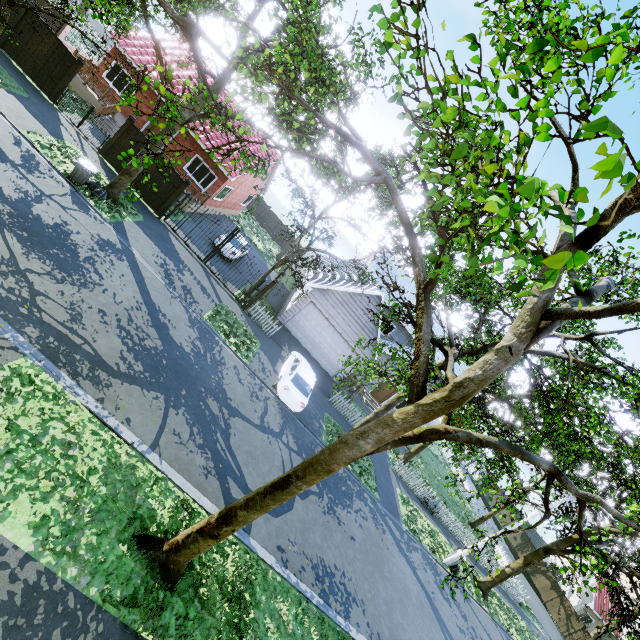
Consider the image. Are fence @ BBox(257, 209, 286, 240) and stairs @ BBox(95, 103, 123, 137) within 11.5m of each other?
no

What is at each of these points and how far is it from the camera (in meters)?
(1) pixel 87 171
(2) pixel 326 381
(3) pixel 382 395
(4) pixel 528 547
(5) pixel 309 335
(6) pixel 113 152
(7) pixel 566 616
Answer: (1) trash can, 12.88
(2) garage entrance, 20.75
(3) door, 27.42
(4) fence, 37.06
(5) garage door, 20.86
(6) fence, 16.31
(7) fence, 30.72

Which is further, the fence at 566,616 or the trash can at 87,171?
the fence at 566,616

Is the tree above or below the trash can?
above

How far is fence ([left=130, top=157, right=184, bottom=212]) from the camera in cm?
1647

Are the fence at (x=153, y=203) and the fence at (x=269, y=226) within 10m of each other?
no

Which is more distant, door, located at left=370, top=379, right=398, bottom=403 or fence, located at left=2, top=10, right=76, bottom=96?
door, located at left=370, top=379, right=398, bottom=403

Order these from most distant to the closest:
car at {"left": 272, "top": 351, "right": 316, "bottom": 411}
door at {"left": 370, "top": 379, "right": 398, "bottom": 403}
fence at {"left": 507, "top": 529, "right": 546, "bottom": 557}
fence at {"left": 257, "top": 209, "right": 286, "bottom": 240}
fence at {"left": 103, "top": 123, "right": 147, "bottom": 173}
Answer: fence at {"left": 257, "top": 209, "right": 286, "bottom": 240} < fence at {"left": 507, "top": 529, "right": 546, "bottom": 557} < door at {"left": 370, "top": 379, "right": 398, "bottom": 403} < fence at {"left": 103, "top": 123, "right": 147, "bottom": 173} < car at {"left": 272, "top": 351, "right": 316, "bottom": 411}
